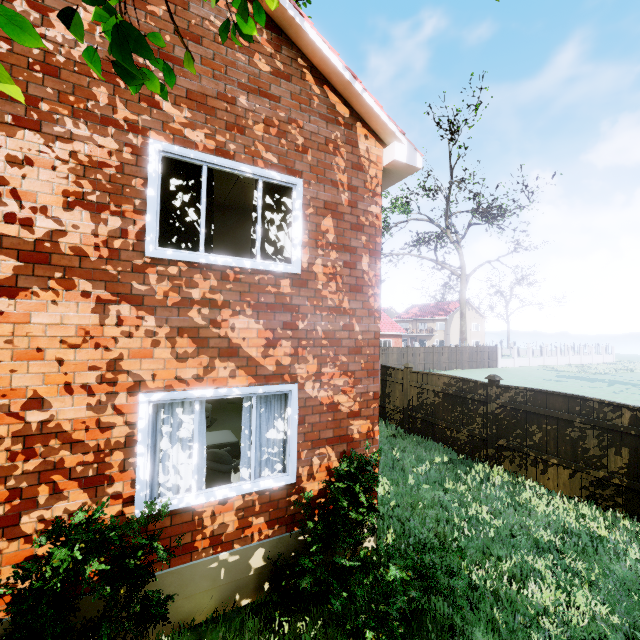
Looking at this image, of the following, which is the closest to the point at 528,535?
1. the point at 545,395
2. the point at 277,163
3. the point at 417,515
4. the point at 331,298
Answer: the point at 417,515

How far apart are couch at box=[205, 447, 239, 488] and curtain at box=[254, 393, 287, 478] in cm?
64

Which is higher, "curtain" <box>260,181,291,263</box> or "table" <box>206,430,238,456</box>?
"curtain" <box>260,181,291,263</box>

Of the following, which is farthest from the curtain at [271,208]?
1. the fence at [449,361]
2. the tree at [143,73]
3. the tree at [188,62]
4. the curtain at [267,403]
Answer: the fence at [449,361]

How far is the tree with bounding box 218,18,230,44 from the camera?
2.1m

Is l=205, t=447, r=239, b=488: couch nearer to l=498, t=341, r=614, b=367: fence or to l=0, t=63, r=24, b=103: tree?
l=0, t=63, r=24, b=103: tree

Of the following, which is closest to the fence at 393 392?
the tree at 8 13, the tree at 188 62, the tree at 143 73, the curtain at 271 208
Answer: the tree at 143 73

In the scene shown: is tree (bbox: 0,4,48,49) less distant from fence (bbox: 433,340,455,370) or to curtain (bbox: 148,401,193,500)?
fence (bbox: 433,340,455,370)
